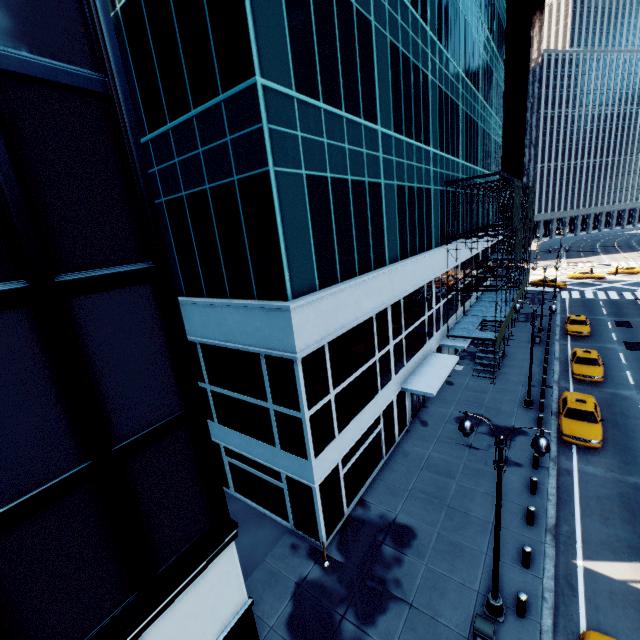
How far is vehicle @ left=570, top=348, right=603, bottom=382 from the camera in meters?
23.8

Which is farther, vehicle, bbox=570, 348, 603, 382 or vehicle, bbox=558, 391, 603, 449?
vehicle, bbox=570, 348, 603, 382

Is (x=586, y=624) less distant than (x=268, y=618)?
Yes

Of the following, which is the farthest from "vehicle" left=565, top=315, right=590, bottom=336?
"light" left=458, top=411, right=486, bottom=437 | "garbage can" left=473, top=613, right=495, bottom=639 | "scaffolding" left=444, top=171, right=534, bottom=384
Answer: "garbage can" left=473, top=613, right=495, bottom=639

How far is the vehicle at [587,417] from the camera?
17.6m

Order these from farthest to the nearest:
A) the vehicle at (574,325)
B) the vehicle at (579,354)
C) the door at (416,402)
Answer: the vehicle at (574,325)
the vehicle at (579,354)
the door at (416,402)

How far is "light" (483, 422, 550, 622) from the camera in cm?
854

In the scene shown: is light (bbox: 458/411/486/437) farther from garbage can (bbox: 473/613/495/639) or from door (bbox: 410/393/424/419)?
door (bbox: 410/393/424/419)
